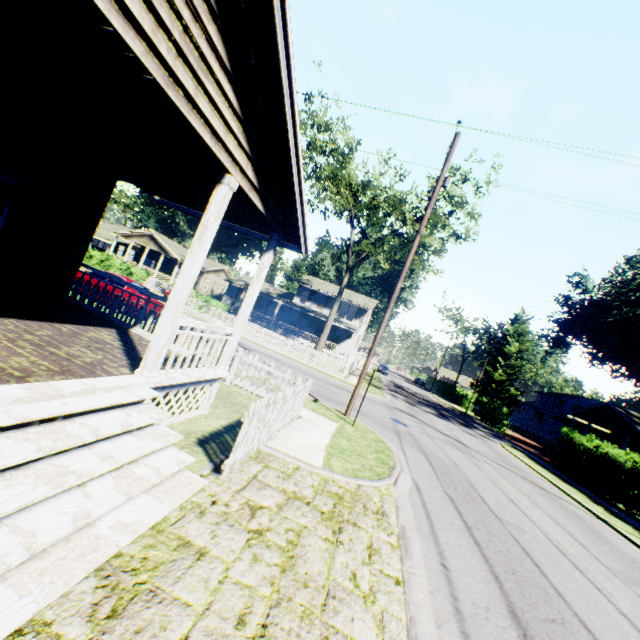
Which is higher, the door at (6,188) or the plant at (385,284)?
the plant at (385,284)

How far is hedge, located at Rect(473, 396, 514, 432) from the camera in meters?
35.0 m

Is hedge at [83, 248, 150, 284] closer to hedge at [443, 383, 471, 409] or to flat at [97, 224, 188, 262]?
flat at [97, 224, 188, 262]

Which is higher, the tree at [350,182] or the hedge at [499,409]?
the tree at [350,182]

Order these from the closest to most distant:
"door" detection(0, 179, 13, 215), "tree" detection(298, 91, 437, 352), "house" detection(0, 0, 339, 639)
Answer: "house" detection(0, 0, 339, 639)
"door" detection(0, 179, 13, 215)
"tree" detection(298, 91, 437, 352)

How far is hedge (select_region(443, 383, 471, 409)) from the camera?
48.2 meters

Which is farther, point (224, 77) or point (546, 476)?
point (546, 476)

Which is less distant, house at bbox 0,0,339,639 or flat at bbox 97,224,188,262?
house at bbox 0,0,339,639
